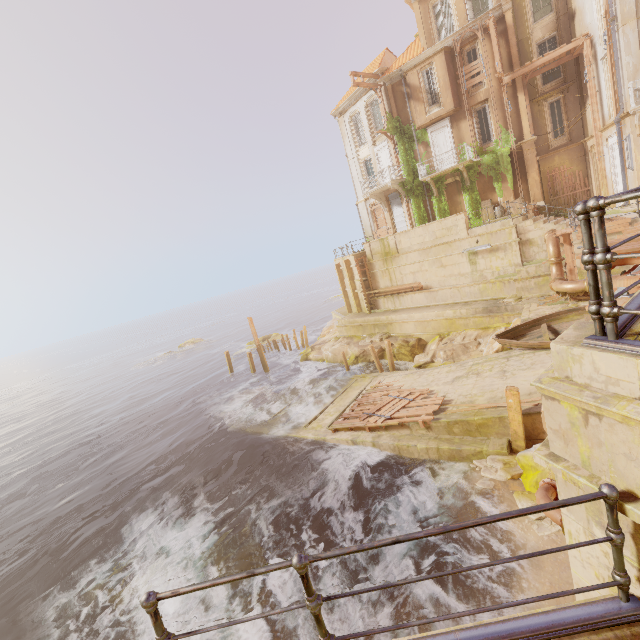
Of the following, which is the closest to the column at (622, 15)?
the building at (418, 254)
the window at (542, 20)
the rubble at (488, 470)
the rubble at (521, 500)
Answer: the building at (418, 254)

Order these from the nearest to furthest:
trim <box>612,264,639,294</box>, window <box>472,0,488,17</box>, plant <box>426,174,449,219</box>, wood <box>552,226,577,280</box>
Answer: trim <box>612,264,639,294</box> < wood <box>552,226,577,280</box> < window <box>472,0,488,17</box> < plant <box>426,174,449,219</box>

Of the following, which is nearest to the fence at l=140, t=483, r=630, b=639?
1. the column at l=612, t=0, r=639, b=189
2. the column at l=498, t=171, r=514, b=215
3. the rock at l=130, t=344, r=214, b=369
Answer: the column at l=612, t=0, r=639, b=189

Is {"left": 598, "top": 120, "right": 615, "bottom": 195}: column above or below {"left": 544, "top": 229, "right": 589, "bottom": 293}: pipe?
above

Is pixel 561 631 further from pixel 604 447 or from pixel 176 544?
pixel 176 544

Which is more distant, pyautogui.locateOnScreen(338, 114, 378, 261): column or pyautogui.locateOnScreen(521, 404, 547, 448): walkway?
pyautogui.locateOnScreen(338, 114, 378, 261): column

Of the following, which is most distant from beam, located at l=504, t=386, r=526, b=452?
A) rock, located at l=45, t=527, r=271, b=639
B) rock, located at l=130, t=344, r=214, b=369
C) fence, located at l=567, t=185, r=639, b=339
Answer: rock, located at l=130, t=344, r=214, b=369

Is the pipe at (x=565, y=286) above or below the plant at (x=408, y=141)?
below
